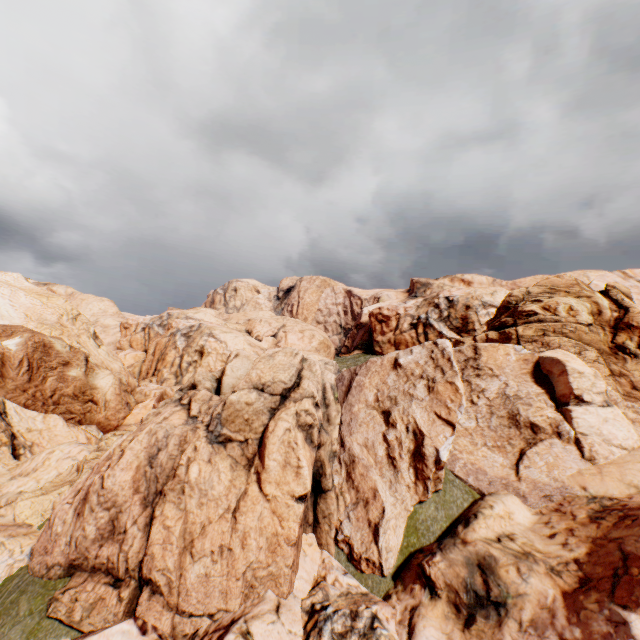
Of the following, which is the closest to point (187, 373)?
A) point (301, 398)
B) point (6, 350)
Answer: point (6, 350)
